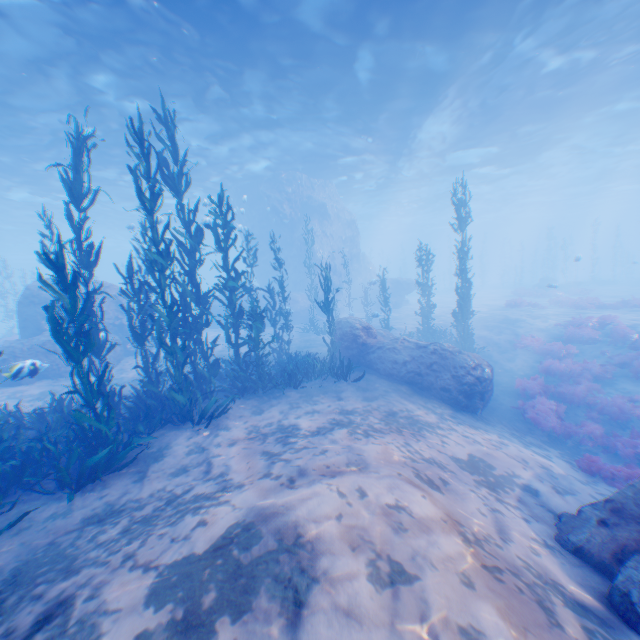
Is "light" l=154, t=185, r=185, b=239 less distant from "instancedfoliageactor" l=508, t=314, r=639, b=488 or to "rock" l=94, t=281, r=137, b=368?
"rock" l=94, t=281, r=137, b=368

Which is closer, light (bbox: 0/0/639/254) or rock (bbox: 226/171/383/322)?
light (bbox: 0/0/639/254)

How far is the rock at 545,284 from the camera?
32.4m

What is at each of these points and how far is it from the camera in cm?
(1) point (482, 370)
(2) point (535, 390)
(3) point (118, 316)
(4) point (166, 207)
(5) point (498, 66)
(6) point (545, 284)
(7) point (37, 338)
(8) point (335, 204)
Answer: (1) rock, 1086
(2) instancedfoliageactor, 1230
(3) rock, 1831
(4) light, 3559
(5) light, 1505
(6) rock, 3419
(7) rock, 1440
(8) rock, 3131

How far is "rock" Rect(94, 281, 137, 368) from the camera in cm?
1650

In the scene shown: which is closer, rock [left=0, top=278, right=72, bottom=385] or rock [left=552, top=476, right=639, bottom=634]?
rock [left=552, top=476, right=639, bottom=634]

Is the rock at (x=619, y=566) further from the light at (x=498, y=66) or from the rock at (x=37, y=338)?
the light at (x=498, y=66)
